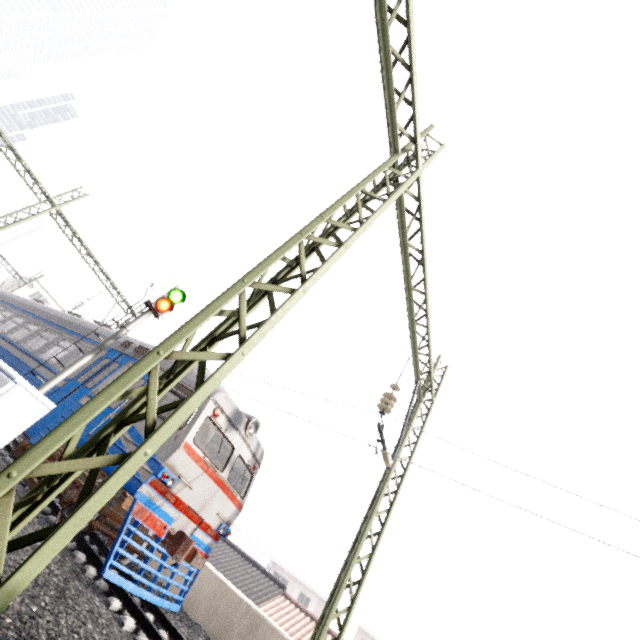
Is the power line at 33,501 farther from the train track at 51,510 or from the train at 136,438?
the train at 136,438

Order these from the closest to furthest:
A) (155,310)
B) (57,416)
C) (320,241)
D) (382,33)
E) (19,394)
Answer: (19,394)
(320,241)
(382,33)
(57,416)
(155,310)

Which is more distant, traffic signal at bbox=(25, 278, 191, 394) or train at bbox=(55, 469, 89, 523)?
traffic signal at bbox=(25, 278, 191, 394)

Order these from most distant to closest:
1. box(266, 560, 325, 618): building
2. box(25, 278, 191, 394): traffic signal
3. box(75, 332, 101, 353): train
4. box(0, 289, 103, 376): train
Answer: box(266, 560, 325, 618): building, box(0, 289, 103, 376): train, box(75, 332, 101, 353): train, box(25, 278, 191, 394): traffic signal

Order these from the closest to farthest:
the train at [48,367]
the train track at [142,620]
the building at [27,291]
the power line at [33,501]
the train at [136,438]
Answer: the power line at [33,501], the train track at [142,620], the train at [136,438], the train at [48,367], the building at [27,291]

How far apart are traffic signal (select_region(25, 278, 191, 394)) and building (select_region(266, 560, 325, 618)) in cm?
4153

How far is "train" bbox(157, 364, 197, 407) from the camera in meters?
7.9 m

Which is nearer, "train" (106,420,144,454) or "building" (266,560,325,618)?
"train" (106,420,144,454)
